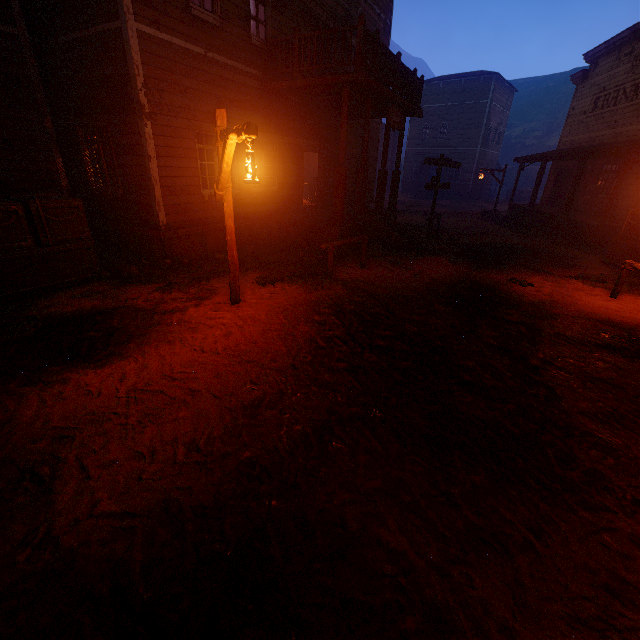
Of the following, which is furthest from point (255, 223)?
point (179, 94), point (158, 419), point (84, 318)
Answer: point (158, 419)

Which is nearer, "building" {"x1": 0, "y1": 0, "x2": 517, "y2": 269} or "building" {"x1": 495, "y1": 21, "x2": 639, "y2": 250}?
"building" {"x1": 0, "y1": 0, "x2": 517, "y2": 269}

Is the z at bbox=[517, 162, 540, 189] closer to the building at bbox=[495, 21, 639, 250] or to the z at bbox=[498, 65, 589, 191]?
the building at bbox=[495, 21, 639, 250]

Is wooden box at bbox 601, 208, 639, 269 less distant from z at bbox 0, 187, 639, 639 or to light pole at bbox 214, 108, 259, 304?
z at bbox 0, 187, 639, 639

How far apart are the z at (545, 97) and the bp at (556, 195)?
43.1m

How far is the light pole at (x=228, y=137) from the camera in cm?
433

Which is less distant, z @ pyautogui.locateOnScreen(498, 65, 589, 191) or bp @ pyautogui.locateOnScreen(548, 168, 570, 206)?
bp @ pyautogui.locateOnScreen(548, 168, 570, 206)

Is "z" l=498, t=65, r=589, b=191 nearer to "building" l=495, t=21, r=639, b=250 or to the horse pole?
"building" l=495, t=21, r=639, b=250
